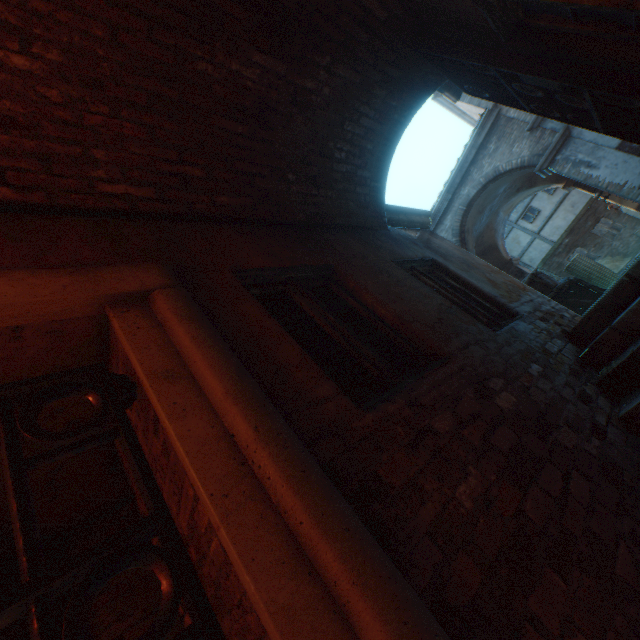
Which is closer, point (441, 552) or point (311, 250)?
point (441, 552)

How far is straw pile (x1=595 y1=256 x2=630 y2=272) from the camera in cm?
1727

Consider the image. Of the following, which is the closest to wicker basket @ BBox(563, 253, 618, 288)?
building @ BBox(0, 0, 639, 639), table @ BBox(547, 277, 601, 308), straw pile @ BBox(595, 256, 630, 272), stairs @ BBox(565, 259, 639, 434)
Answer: table @ BBox(547, 277, 601, 308)

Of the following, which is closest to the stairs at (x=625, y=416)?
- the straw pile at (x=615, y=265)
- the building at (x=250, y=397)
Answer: the building at (x=250, y=397)

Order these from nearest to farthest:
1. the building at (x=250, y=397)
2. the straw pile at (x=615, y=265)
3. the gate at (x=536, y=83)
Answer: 1. the building at (x=250, y=397)
2. the gate at (x=536, y=83)
3. the straw pile at (x=615, y=265)

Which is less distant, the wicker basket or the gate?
the gate

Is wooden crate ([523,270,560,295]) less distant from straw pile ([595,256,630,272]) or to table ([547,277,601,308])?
table ([547,277,601,308])

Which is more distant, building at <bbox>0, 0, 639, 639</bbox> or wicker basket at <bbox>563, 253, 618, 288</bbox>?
wicker basket at <bbox>563, 253, 618, 288</bbox>
